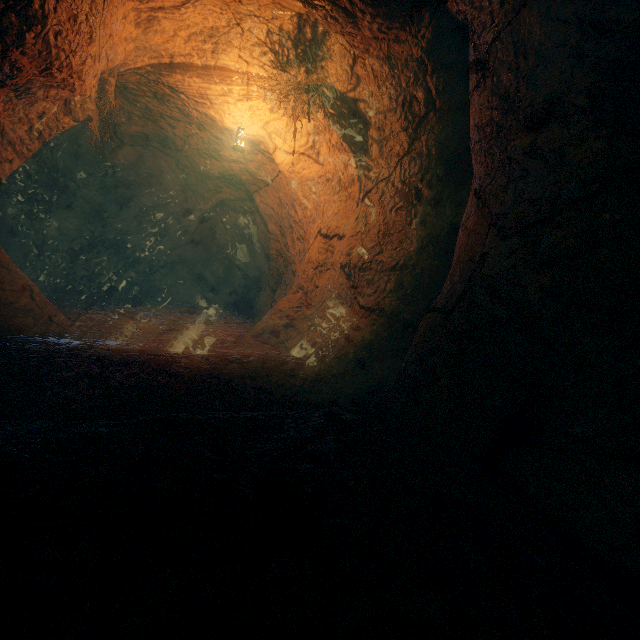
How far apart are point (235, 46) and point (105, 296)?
7.2 meters
